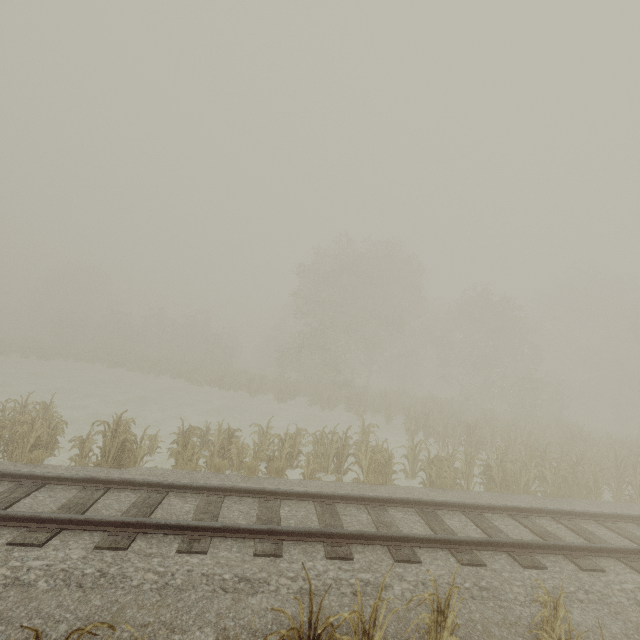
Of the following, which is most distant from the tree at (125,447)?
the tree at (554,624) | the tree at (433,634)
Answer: the tree at (554,624)

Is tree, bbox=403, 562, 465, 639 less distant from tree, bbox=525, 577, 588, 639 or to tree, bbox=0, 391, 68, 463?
tree, bbox=525, 577, 588, 639

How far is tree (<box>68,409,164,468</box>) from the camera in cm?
893

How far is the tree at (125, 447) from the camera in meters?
8.9 m

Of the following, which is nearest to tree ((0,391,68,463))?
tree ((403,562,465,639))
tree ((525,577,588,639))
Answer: tree ((403,562,465,639))

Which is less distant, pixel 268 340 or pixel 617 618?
pixel 617 618
